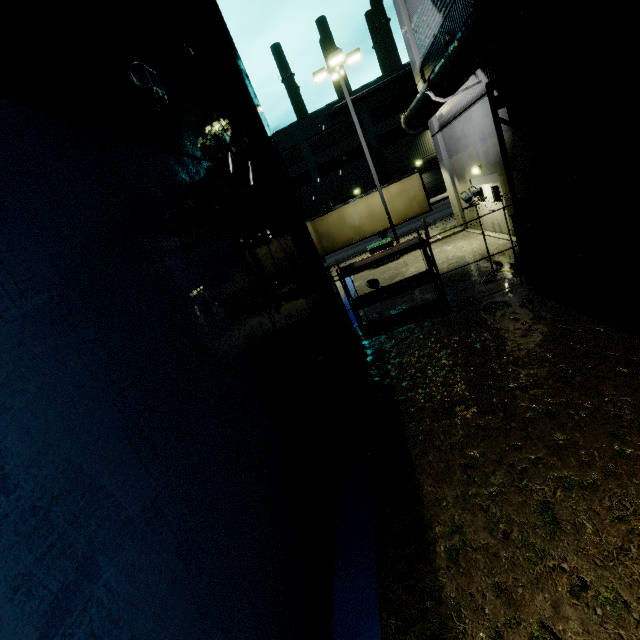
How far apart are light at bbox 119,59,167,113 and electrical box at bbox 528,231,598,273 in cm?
857

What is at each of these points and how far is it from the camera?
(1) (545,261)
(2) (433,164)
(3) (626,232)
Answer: (1) electrical box, 8.6m
(2) roll-up door, 39.7m
(3) building, 7.1m

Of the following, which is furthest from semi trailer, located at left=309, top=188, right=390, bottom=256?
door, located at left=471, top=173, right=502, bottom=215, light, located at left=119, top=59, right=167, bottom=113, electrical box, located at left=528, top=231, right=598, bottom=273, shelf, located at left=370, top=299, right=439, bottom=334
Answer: light, located at left=119, top=59, right=167, bottom=113

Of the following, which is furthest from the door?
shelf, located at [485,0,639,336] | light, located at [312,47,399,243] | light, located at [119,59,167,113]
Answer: light, located at [119,59,167,113]

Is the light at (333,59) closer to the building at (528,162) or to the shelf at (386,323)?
the building at (528,162)

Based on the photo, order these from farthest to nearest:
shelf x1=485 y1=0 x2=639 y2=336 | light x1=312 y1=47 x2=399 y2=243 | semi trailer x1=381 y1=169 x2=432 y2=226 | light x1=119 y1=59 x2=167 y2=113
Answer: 1. semi trailer x1=381 y1=169 x2=432 y2=226
2. light x1=312 y1=47 x2=399 y2=243
3. shelf x1=485 y1=0 x2=639 y2=336
4. light x1=119 y1=59 x2=167 y2=113

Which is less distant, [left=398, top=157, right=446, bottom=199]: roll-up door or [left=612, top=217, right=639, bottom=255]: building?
[left=612, top=217, right=639, bottom=255]: building

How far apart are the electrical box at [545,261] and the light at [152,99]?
8.57m
